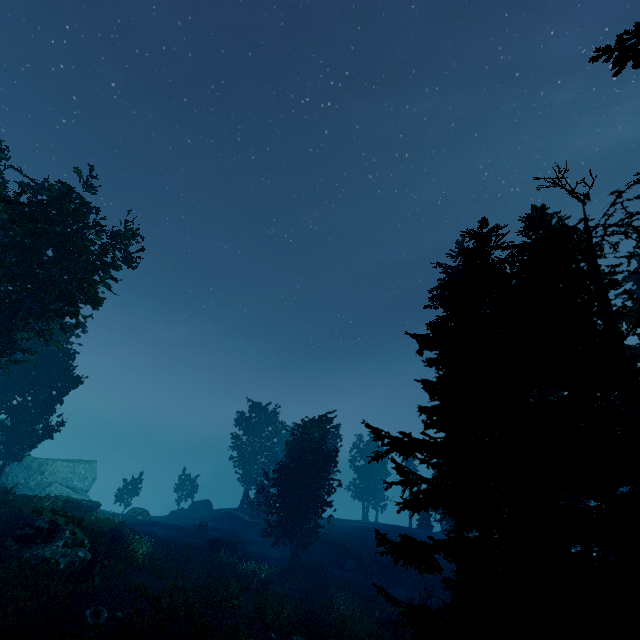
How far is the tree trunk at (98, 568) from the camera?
15.3m

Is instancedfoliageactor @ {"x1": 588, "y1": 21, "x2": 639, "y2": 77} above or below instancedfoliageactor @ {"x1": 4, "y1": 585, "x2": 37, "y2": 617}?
above

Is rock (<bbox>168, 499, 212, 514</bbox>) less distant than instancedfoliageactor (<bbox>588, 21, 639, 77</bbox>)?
No

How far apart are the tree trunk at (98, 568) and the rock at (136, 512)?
24.3m

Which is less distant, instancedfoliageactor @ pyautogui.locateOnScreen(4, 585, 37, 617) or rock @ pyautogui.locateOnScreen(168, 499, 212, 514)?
instancedfoliageactor @ pyautogui.locateOnScreen(4, 585, 37, 617)

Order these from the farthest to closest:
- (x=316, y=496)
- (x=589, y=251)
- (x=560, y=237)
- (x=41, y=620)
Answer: (x=316, y=496)
(x=560, y=237)
(x=41, y=620)
(x=589, y=251)

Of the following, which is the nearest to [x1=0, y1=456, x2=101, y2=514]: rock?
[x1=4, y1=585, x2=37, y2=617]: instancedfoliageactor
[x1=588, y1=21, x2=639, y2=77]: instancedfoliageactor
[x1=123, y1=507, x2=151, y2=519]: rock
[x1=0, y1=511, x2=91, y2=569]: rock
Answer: [x1=588, y1=21, x2=639, y2=77]: instancedfoliageactor

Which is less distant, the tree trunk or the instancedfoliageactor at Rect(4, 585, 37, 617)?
the instancedfoliageactor at Rect(4, 585, 37, 617)
